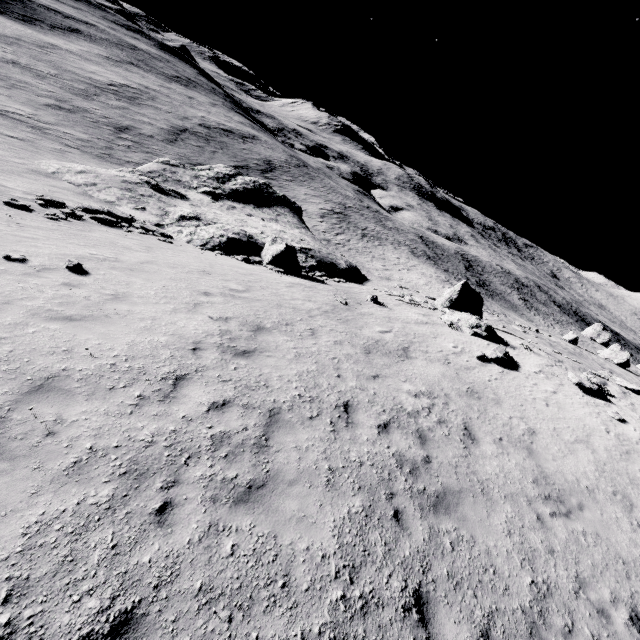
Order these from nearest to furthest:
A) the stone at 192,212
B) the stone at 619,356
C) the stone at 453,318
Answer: the stone at 453,318, the stone at 192,212, the stone at 619,356

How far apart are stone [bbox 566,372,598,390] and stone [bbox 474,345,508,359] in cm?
269

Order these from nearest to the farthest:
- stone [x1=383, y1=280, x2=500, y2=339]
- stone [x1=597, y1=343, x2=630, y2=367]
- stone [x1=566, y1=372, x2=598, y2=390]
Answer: stone [x1=566, y1=372, x2=598, y2=390] < stone [x1=383, y1=280, x2=500, y2=339] < stone [x1=597, y1=343, x2=630, y2=367]

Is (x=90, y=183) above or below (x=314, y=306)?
below

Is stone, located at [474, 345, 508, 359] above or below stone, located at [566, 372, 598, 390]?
below

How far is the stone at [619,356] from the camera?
41.6 meters

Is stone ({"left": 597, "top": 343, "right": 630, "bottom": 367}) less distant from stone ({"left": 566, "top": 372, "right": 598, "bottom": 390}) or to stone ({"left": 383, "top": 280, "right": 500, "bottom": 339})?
stone ({"left": 383, "top": 280, "right": 500, "bottom": 339})

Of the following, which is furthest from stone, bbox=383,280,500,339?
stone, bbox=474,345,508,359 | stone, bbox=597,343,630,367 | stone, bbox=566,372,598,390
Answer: stone, bbox=597,343,630,367
